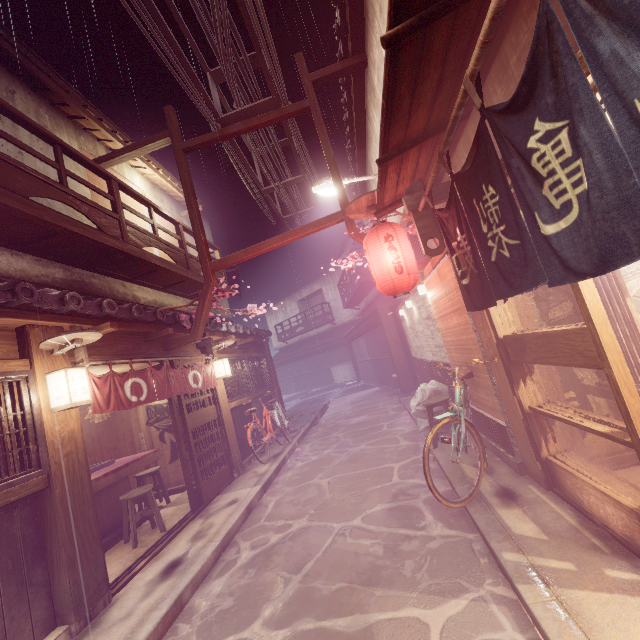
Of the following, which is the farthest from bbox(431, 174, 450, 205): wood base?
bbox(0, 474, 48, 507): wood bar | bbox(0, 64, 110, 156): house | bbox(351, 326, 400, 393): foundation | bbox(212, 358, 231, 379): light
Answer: bbox(351, 326, 400, 393): foundation

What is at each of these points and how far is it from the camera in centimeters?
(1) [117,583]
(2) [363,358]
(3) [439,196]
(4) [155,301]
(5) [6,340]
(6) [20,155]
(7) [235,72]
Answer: (1) door frame, 702cm
(2) foundation, 3412cm
(3) wood base, 721cm
(4) house, 1438cm
(5) wood panel, 635cm
(6) house, 984cm
(7) z, 1157cm

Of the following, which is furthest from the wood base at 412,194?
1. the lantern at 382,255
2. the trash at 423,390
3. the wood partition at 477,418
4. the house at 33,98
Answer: the house at 33,98

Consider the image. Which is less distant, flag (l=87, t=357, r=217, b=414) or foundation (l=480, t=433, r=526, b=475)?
foundation (l=480, t=433, r=526, b=475)

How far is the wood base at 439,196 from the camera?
7.20m

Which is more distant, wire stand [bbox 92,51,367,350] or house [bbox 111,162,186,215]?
house [bbox 111,162,186,215]

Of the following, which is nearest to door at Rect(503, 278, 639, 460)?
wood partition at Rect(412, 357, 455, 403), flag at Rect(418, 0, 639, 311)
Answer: A: flag at Rect(418, 0, 639, 311)

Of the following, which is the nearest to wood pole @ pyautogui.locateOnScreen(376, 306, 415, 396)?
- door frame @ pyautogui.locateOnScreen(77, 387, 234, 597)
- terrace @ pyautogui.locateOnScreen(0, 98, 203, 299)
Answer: door frame @ pyautogui.locateOnScreen(77, 387, 234, 597)
